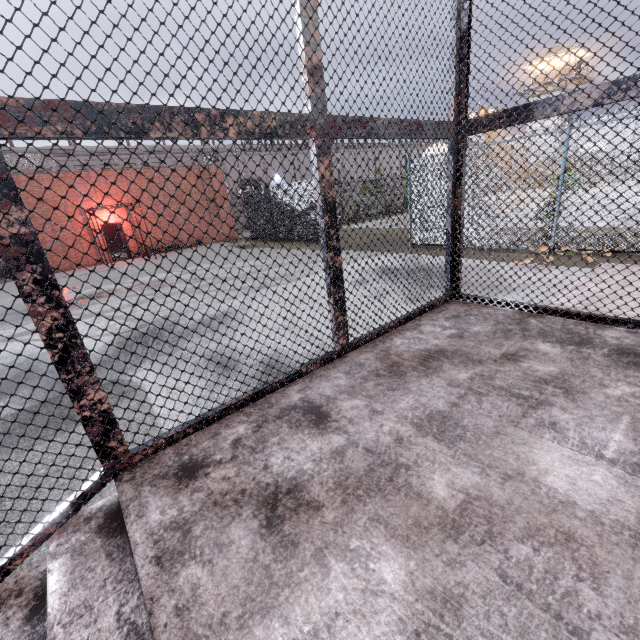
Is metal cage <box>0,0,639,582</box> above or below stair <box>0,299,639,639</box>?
above

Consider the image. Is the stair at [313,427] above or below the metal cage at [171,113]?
below

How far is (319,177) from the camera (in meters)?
1.93
